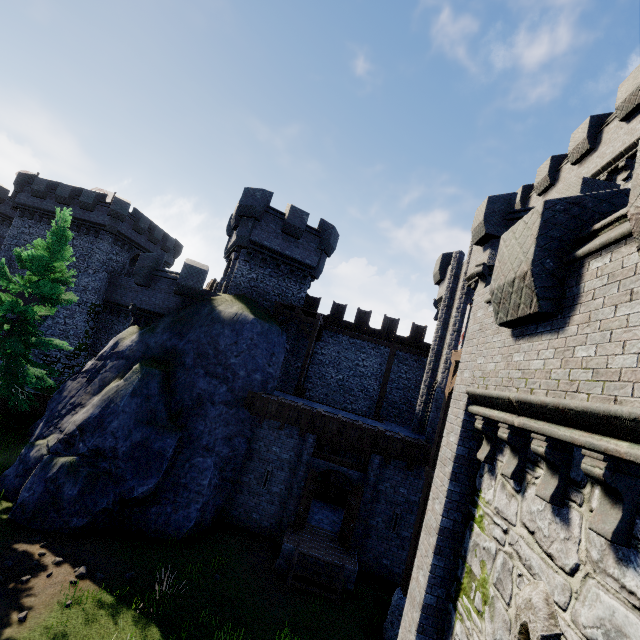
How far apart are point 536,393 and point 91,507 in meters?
14.3

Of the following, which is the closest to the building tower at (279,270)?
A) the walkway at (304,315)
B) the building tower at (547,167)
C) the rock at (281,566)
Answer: the walkway at (304,315)

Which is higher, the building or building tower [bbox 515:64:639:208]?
building tower [bbox 515:64:639:208]

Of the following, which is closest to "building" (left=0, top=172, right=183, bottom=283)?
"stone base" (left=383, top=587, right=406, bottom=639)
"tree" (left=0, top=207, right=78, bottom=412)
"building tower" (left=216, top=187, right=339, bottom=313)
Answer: "building tower" (left=216, top=187, right=339, bottom=313)

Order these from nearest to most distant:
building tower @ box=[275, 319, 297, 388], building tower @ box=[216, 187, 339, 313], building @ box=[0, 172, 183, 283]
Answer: building tower @ box=[216, 187, 339, 313] → building tower @ box=[275, 319, 297, 388] → building @ box=[0, 172, 183, 283]

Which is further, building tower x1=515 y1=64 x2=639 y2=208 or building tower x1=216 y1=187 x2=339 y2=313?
building tower x1=216 y1=187 x2=339 y2=313

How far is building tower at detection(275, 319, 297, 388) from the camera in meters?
21.1

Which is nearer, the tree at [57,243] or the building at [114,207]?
the tree at [57,243]
